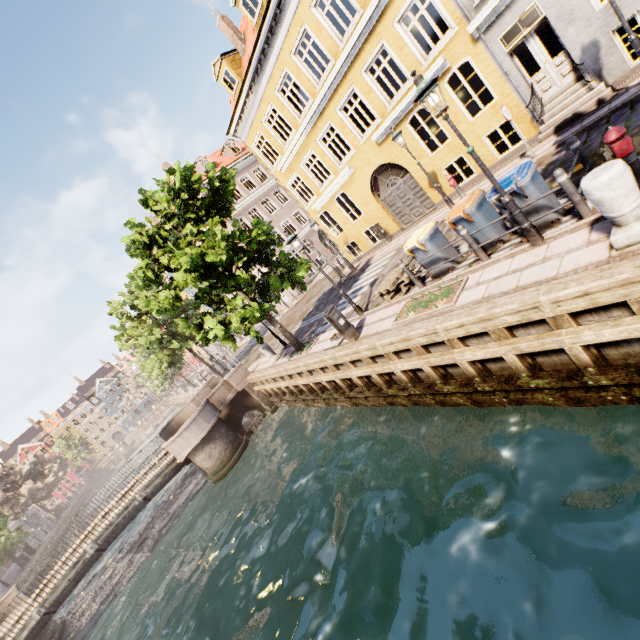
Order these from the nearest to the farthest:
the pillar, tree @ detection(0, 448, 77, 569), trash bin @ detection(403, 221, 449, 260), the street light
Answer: the pillar
the street light
trash bin @ detection(403, 221, 449, 260)
tree @ detection(0, 448, 77, 569)

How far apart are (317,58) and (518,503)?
28.4 meters

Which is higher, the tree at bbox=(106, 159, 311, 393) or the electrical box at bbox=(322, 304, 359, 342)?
the tree at bbox=(106, 159, 311, 393)

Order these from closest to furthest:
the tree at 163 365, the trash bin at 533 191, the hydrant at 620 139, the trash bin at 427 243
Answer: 1. the hydrant at 620 139
2. the trash bin at 533 191
3. the trash bin at 427 243
4. the tree at 163 365

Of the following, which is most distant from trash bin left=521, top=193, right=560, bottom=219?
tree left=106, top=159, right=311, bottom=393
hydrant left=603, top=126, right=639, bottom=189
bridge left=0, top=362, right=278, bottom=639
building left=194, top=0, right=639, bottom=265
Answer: bridge left=0, top=362, right=278, bottom=639

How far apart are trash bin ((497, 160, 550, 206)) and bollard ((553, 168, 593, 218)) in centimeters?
44cm

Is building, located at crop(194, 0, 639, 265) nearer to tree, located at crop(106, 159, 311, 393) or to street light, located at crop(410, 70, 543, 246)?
tree, located at crop(106, 159, 311, 393)

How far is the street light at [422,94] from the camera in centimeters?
541cm
